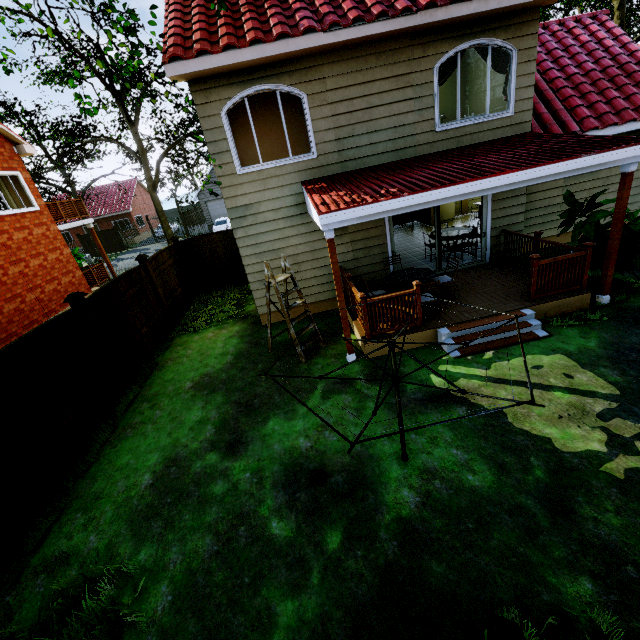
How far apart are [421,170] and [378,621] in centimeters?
717cm

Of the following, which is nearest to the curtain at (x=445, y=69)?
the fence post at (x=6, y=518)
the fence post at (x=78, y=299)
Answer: the fence post at (x=78, y=299)

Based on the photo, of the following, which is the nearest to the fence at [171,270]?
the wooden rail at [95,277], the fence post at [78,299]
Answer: the fence post at [78,299]

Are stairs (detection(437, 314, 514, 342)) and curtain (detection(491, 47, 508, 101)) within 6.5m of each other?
yes

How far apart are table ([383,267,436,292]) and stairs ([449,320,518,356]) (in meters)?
0.99

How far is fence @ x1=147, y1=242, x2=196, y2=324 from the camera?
10.4m

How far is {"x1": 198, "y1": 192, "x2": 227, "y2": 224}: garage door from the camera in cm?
3425

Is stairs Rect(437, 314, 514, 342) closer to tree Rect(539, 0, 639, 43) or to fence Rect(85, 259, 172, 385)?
tree Rect(539, 0, 639, 43)
